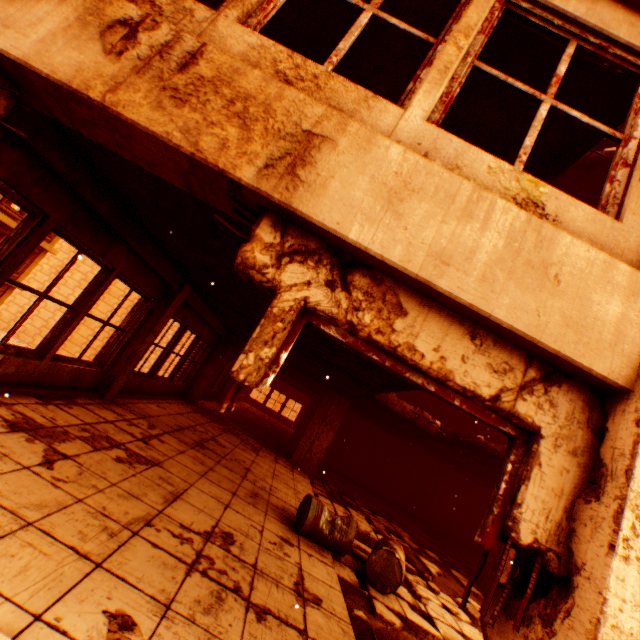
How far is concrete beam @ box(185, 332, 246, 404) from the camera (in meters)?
10.73

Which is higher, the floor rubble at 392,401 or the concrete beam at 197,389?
the floor rubble at 392,401

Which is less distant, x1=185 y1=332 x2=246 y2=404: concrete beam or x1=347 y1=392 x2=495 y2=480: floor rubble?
x1=347 y1=392 x2=495 y2=480: floor rubble

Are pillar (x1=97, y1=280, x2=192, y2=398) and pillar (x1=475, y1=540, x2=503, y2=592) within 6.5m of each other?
no

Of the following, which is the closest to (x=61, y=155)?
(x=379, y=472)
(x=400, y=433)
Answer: (x=400, y=433)

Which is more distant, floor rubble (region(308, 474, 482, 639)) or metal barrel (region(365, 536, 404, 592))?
metal barrel (region(365, 536, 404, 592))

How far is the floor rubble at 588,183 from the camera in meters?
6.6 m

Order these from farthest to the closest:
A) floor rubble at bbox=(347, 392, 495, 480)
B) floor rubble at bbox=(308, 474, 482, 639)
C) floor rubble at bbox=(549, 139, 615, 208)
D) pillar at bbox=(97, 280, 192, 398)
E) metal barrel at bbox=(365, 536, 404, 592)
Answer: floor rubble at bbox=(347, 392, 495, 480), floor rubble at bbox=(549, 139, 615, 208), pillar at bbox=(97, 280, 192, 398), metal barrel at bbox=(365, 536, 404, 592), floor rubble at bbox=(308, 474, 482, 639)
